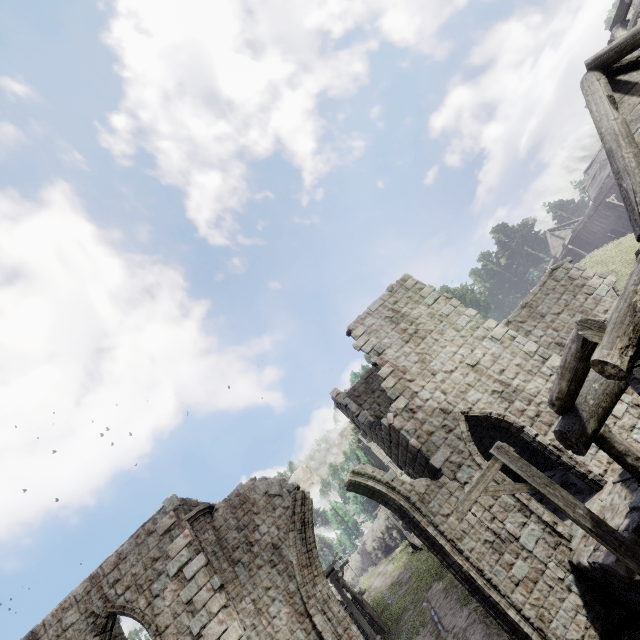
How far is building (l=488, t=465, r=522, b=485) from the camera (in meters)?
9.83

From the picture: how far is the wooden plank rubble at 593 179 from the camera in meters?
35.3

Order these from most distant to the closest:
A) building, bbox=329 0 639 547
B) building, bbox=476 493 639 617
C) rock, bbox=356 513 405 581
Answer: rock, bbox=356 513 405 581 → building, bbox=476 493 639 617 → building, bbox=329 0 639 547

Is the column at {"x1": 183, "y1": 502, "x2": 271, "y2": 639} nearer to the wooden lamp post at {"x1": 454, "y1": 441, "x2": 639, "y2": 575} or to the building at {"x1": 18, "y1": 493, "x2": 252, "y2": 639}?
the building at {"x1": 18, "y1": 493, "x2": 252, "y2": 639}

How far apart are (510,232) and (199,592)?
68.2 meters

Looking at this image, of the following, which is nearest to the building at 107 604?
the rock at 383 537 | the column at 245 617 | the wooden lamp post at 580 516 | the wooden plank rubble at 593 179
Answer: the column at 245 617

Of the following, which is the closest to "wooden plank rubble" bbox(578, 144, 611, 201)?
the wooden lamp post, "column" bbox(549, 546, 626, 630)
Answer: "column" bbox(549, 546, 626, 630)

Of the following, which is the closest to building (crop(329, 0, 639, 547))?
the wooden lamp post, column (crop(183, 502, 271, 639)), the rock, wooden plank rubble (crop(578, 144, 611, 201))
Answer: column (crop(183, 502, 271, 639))
